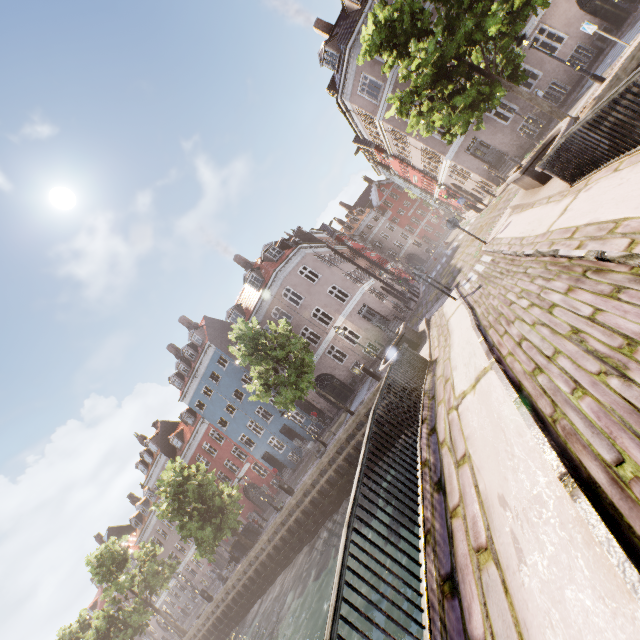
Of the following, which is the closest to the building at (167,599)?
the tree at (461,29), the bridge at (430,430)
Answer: the tree at (461,29)

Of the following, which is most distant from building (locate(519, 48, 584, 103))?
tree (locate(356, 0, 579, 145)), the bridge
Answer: the bridge

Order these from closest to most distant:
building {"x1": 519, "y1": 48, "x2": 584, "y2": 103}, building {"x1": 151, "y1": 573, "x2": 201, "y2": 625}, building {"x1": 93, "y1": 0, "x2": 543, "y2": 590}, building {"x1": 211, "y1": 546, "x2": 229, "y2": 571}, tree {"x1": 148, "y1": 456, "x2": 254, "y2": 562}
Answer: building {"x1": 519, "y1": 48, "x2": 584, "y2": 103} < tree {"x1": 148, "y1": 456, "x2": 254, "y2": 562} < building {"x1": 93, "y1": 0, "x2": 543, "y2": 590} < building {"x1": 211, "y1": 546, "x2": 229, "y2": 571} < building {"x1": 151, "y1": 573, "x2": 201, "y2": 625}

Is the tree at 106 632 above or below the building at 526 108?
above

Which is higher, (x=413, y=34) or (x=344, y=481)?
(x=413, y=34)

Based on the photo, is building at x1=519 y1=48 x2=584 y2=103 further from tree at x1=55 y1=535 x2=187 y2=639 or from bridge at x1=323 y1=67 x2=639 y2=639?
bridge at x1=323 y1=67 x2=639 y2=639

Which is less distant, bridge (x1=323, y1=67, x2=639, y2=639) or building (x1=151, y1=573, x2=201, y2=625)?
bridge (x1=323, y1=67, x2=639, y2=639)
